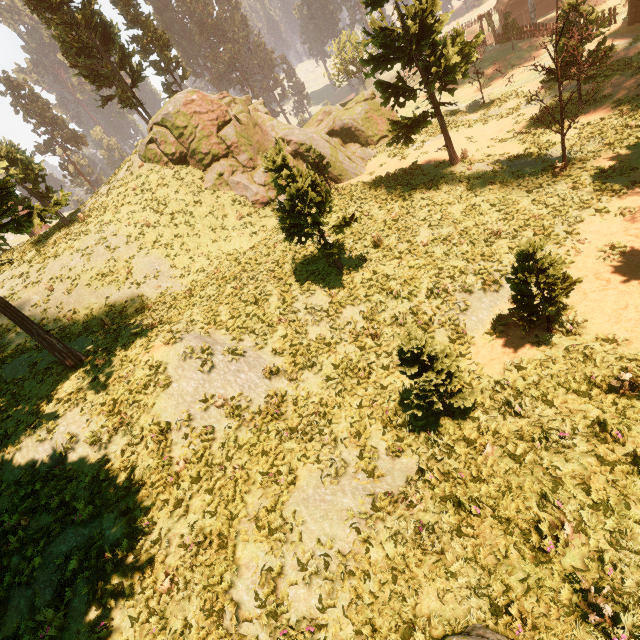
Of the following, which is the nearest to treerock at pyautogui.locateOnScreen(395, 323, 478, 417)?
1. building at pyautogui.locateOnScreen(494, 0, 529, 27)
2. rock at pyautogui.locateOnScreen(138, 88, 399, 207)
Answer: building at pyautogui.locateOnScreen(494, 0, 529, 27)

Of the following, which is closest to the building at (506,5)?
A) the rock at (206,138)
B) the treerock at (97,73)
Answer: the treerock at (97,73)

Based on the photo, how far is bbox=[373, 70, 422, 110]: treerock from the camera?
18.2m

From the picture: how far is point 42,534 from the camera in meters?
8.8 m

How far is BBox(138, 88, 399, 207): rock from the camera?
23.8 meters

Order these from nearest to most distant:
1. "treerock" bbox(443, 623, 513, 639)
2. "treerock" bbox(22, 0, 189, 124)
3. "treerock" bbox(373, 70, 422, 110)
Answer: "treerock" bbox(443, 623, 513, 639) → "treerock" bbox(373, 70, 422, 110) → "treerock" bbox(22, 0, 189, 124)

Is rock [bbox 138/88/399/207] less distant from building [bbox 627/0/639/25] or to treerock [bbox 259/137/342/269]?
treerock [bbox 259/137/342/269]

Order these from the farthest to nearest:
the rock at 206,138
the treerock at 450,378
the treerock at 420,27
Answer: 1. the rock at 206,138
2. the treerock at 420,27
3. the treerock at 450,378
